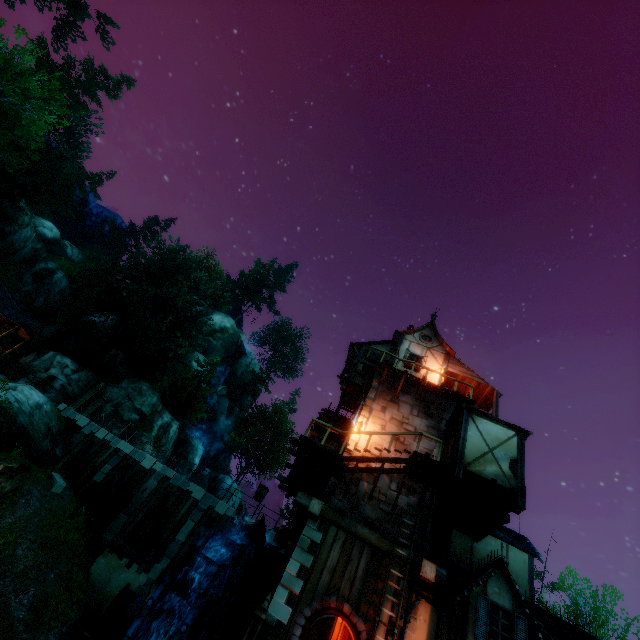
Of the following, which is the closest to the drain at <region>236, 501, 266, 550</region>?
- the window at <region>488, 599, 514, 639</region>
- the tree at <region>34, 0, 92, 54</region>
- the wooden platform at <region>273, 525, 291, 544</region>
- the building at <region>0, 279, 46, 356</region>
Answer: the wooden platform at <region>273, 525, 291, 544</region>

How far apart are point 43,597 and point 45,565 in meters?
1.4 m

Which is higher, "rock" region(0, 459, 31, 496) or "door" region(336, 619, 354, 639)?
"door" region(336, 619, 354, 639)

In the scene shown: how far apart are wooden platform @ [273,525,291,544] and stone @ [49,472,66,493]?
12.32m

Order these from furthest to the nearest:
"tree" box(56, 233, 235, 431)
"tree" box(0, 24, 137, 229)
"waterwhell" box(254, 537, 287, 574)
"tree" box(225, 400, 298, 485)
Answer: "tree" box(225, 400, 298, 485), "tree" box(56, 233, 235, 431), "tree" box(0, 24, 137, 229), "waterwhell" box(254, 537, 287, 574)

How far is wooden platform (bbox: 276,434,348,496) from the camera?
12.2 meters

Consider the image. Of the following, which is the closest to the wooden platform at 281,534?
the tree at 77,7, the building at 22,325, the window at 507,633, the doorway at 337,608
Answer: the doorway at 337,608

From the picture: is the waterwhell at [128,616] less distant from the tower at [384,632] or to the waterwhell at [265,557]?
the waterwhell at [265,557]
